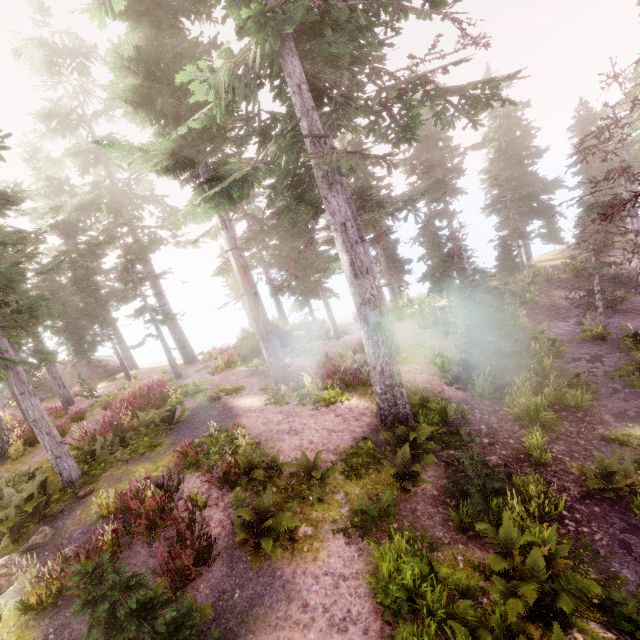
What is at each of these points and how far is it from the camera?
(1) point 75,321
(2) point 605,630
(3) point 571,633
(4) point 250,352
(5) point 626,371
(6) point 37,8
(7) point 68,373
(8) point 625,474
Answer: (1) instancedfoliageactor, 30.66m
(2) rock, 5.52m
(3) rock, 5.21m
(4) rock, 23.39m
(5) instancedfoliageactor, 12.56m
(6) instancedfoliageactor, 23.78m
(7) rock, 32.34m
(8) instancedfoliageactor, 8.50m

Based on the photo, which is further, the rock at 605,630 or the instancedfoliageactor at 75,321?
the instancedfoliageactor at 75,321

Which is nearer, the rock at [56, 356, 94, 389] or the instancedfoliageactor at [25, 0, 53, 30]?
Result: the instancedfoliageactor at [25, 0, 53, 30]

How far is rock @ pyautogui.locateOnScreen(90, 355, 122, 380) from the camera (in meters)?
33.16

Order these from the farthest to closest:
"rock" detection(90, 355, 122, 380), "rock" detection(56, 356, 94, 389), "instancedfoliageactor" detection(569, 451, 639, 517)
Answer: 1. "rock" detection(90, 355, 122, 380)
2. "rock" detection(56, 356, 94, 389)
3. "instancedfoliageactor" detection(569, 451, 639, 517)

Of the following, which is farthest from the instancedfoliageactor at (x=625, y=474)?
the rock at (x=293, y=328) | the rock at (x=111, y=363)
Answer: the rock at (x=293, y=328)

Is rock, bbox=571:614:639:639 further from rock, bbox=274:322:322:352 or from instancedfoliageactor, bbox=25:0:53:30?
rock, bbox=274:322:322:352
